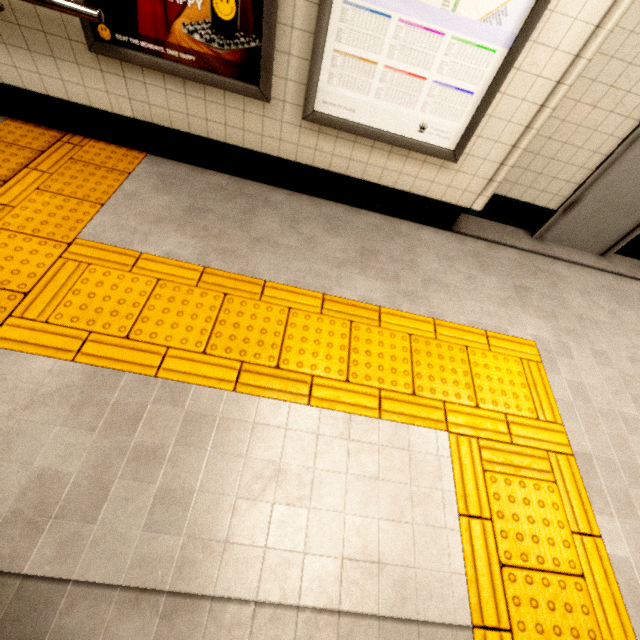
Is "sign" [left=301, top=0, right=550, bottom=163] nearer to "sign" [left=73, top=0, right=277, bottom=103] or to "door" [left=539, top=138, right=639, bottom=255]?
"sign" [left=73, top=0, right=277, bottom=103]

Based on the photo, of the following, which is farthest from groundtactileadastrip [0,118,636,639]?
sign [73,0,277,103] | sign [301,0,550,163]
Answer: sign [301,0,550,163]

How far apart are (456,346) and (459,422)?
0.60m

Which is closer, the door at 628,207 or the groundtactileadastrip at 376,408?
the groundtactileadastrip at 376,408

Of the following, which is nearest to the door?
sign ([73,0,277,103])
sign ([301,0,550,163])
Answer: sign ([301,0,550,163])

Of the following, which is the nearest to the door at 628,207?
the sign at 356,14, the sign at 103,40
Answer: the sign at 356,14

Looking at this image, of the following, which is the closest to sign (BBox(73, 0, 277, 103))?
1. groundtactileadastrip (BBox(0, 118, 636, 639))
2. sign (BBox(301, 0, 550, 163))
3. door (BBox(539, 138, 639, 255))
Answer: sign (BBox(301, 0, 550, 163))
